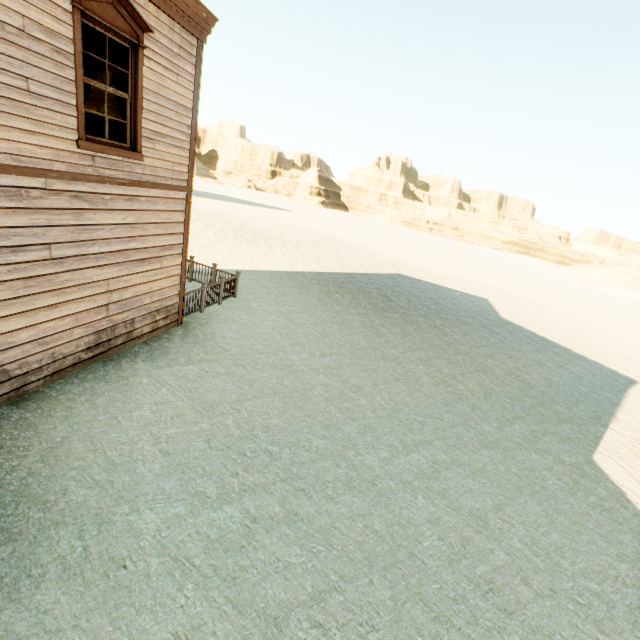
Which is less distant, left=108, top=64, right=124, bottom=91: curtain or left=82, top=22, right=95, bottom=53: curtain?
left=82, top=22, right=95, bottom=53: curtain

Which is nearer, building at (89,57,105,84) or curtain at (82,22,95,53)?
curtain at (82,22,95,53)

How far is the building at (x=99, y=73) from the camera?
7.3 meters

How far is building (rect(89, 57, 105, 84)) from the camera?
7.27m

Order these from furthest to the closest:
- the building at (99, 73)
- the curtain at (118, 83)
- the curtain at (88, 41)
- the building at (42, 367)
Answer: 1. the building at (99, 73)
2. the curtain at (118, 83)
3. the curtain at (88, 41)
4. the building at (42, 367)

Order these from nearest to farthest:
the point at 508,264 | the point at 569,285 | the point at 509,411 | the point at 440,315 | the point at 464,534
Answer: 1. the point at 464,534
2. the point at 509,411
3. the point at 440,315
4. the point at 569,285
5. the point at 508,264

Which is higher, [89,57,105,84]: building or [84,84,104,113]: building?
[89,57,105,84]: building

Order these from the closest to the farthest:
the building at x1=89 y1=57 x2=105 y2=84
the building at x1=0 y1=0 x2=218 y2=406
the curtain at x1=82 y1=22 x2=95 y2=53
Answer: the building at x1=0 y1=0 x2=218 y2=406
the curtain at x1=82 y1=22 x2=95 y2=53
the building at x1=89 y1=57 x2=105 y2=84
